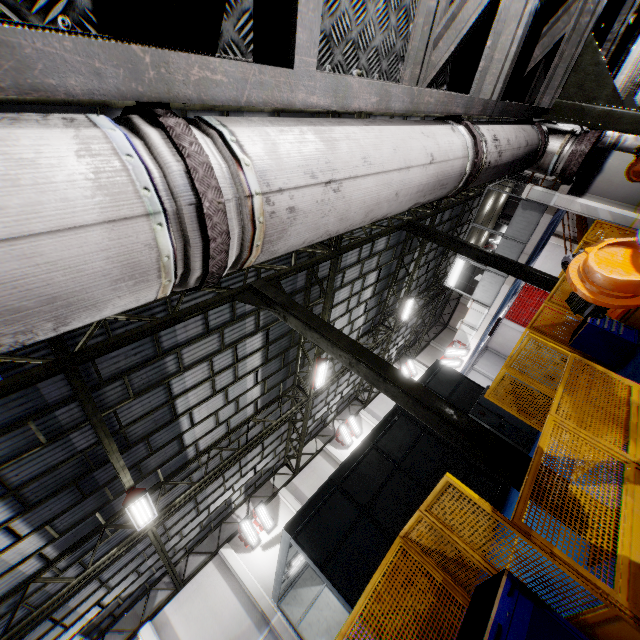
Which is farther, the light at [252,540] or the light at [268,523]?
the light at [268,523]

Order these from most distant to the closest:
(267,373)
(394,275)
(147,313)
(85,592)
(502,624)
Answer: (394,275) → (267,373) → (85,592) → (147,313) → (502,624)

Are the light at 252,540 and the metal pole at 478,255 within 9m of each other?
no

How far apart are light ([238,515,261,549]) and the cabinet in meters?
11.9 m

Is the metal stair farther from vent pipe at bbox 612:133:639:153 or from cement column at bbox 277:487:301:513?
cement column at bbox 277:487:301:513

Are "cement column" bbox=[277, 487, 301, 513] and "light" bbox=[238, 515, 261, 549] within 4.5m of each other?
yes

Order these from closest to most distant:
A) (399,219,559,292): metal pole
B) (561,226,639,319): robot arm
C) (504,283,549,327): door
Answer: (561,226,639,319): robot arm < (399,219,559,292): metal pole < (504,283,549,327): door

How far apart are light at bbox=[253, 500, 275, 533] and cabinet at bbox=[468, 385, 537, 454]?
11.45m
